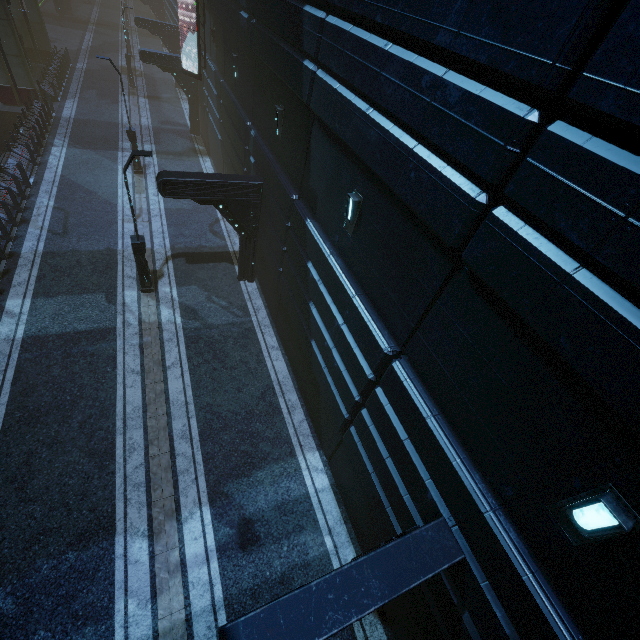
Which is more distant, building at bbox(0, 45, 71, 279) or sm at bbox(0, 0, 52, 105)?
sm at bbox(0, 0, 52, 105)

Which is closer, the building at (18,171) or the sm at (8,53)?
the building at (18,171)

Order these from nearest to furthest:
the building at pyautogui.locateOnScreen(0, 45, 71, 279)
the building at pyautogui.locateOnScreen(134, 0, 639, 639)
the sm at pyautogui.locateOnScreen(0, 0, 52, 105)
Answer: the building at pyautogui.locateOnScreen(134, 0, 639, 639)
the building at pyautogui.locateOnScreen(0, 45, 71, 279)
the sm at pyautogui.locateOnScreen(0, 0, 52, 105)

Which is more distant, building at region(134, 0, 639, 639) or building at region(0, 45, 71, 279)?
building at region(0, 45, 71, 279)

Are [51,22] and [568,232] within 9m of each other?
no

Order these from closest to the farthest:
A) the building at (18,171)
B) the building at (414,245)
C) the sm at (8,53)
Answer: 1. the building at (414,245)
2. the building at (18,171)
3. the sm at (8,53)

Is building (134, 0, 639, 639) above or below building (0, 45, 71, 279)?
above
